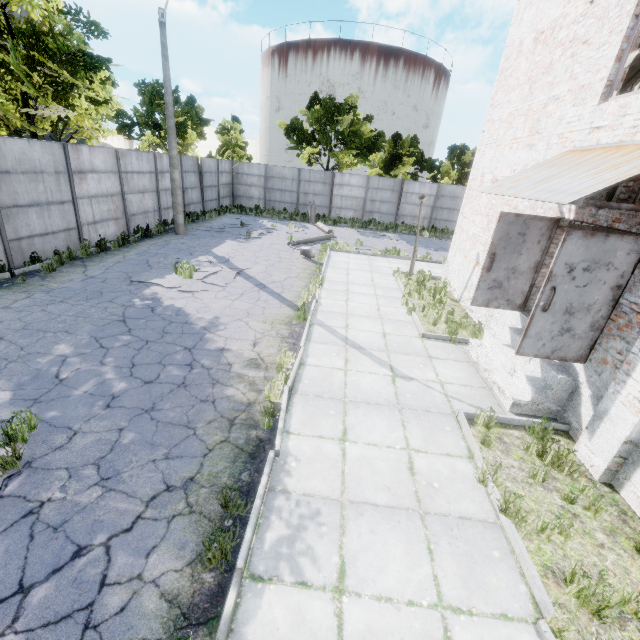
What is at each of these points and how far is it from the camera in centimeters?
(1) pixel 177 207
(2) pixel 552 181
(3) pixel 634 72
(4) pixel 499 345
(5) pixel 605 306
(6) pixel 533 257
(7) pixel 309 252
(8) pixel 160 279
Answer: (1) lamp post, 1598cm
(2) awning, 518cm
(3) stairs, 830cm
(4) stairs, 725cm
(5) door, 511cm
(6) door, 711cm
(7) lamp post, 1436cm
(8) asphalt debris, 1040cm

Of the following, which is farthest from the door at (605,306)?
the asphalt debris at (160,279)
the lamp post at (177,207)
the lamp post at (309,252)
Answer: the lamp post at (177,207)

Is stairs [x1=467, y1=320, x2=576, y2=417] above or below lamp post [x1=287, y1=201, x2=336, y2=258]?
below

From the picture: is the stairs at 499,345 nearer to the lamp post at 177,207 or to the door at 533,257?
the door at 533,257

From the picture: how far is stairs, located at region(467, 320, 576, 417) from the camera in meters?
5.8

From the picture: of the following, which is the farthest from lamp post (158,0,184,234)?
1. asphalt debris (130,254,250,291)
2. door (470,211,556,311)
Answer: door (470,211,556,311)

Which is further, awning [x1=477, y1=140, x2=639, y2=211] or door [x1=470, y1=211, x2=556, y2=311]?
door [x1=470, y1=211, x2=556, y2=311]

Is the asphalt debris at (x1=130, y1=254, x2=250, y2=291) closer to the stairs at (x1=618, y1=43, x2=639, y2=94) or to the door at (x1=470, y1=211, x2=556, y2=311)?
the door at (x1=470, y1=211, x2=556, y2=311)
